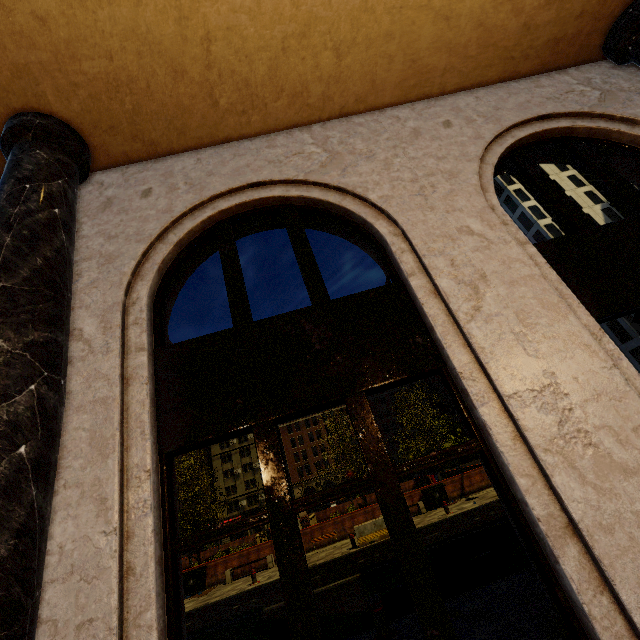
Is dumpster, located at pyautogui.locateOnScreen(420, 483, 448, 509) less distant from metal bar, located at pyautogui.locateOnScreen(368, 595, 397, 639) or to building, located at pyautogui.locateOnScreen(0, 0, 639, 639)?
metal bar, located at pyautogui.locateOnScreen(368, 595, 397, 639)

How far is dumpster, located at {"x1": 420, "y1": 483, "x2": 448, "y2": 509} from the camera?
19.42m

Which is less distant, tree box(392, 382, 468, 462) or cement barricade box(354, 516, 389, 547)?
tree box(392, 382, 468, 462)

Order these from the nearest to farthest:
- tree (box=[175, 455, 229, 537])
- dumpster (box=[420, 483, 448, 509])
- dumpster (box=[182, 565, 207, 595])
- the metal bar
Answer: the metal bar, dumpster (box=[182, 565, 207, 595]), dumpster (box=[420, 483, 448, 509]), tree (box=[175, 455, 229, 537])

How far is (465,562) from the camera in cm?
835

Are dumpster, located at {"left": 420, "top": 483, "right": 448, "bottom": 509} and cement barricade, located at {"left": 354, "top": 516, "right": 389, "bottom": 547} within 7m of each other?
yes

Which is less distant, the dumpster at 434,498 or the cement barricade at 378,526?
the cement barricade at 378,526

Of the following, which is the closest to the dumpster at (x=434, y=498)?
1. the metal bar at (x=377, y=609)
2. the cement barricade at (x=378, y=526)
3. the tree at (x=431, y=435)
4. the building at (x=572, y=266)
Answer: the tree at (x=431, y=435)
